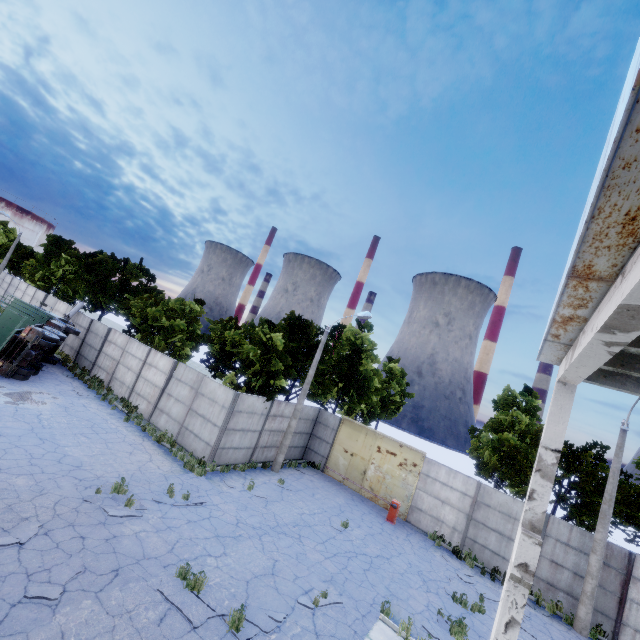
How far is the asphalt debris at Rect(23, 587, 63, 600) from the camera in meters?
6.3

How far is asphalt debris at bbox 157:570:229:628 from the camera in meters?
7.3 m

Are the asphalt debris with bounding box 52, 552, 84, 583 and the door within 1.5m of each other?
no

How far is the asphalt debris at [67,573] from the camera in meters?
7.0

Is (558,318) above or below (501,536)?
above

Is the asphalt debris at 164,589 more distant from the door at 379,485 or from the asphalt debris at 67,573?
the door at 379,485

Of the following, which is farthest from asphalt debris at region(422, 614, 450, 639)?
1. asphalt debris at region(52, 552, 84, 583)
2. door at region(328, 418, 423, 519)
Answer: asphalt debris at region(52, 552, 84, 583)

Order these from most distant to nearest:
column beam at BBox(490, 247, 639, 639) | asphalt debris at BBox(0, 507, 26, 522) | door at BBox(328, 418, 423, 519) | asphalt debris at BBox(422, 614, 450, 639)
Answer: door at BBox(328, 418, 423, 519) → asphalt debris at BBox(422, 614, 450, 639) → asphalt debris at BBox(0, 507, 26, 522) → column beam at BBox(490, 247, 639, 639)
